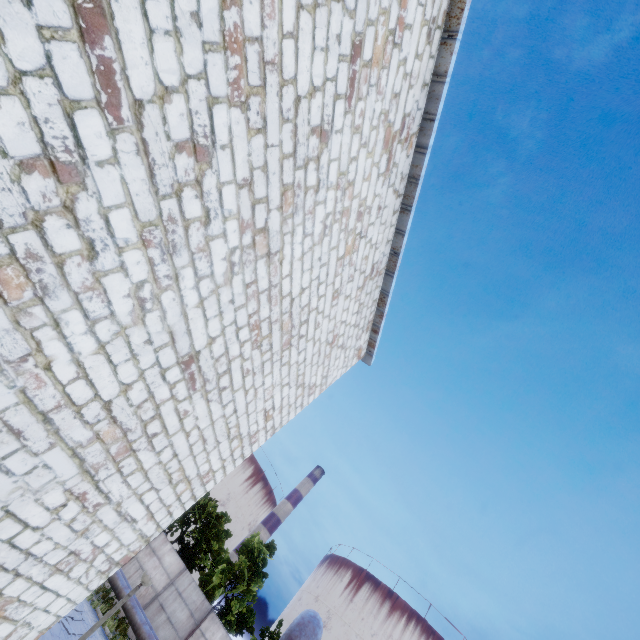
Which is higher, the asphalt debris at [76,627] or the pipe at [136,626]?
the pipe at [136,626]

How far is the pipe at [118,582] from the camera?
16.4m

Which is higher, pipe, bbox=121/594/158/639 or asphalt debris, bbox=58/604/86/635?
pipe, bbox=121/594/158/639

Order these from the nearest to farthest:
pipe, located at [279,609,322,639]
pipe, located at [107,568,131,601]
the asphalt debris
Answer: pipe, located at [279,609,322,639] < the asphalt debris < pipe, located at [107,568,131,601]

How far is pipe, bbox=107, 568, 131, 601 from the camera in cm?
1642

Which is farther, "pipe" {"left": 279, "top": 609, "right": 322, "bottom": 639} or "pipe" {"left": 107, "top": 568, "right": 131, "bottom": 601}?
"pipe" {"left": 107, "top": 568, "right": 131, "bottom": 601}

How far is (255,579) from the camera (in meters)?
21.86
